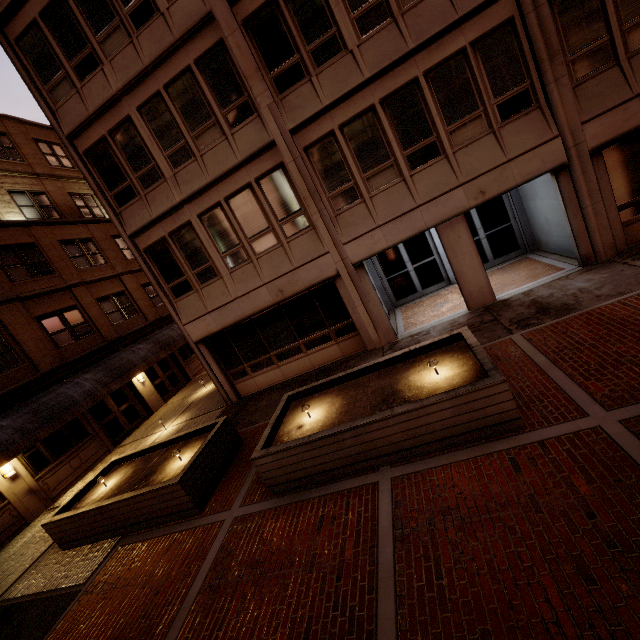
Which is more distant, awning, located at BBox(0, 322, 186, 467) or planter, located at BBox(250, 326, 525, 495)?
awning, located at BBox(0, 322, 186, 467)

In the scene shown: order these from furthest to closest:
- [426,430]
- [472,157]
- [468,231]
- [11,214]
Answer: [11,214] → [468,231] → [472,157] → [426,430]

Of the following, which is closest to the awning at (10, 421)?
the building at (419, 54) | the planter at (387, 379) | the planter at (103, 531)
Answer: the planter at (103, 531)

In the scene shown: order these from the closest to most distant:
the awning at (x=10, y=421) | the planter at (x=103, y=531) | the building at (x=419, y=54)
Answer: the planter at (x=103, y=531) < the building at (x=419, y=54) < the awning at (x=10, y=421)

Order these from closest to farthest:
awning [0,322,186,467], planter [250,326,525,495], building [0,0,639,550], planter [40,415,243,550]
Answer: planter [250,326,525,495], planter [40,415,243,550], building [0,0,639,550], awning [0,322,186,467]

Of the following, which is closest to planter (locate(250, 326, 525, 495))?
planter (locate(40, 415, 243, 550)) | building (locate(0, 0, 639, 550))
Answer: planter (locate(40, 415, 243, 550))

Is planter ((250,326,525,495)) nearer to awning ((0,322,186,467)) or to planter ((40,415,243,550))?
planter ((40,415,243,550))
